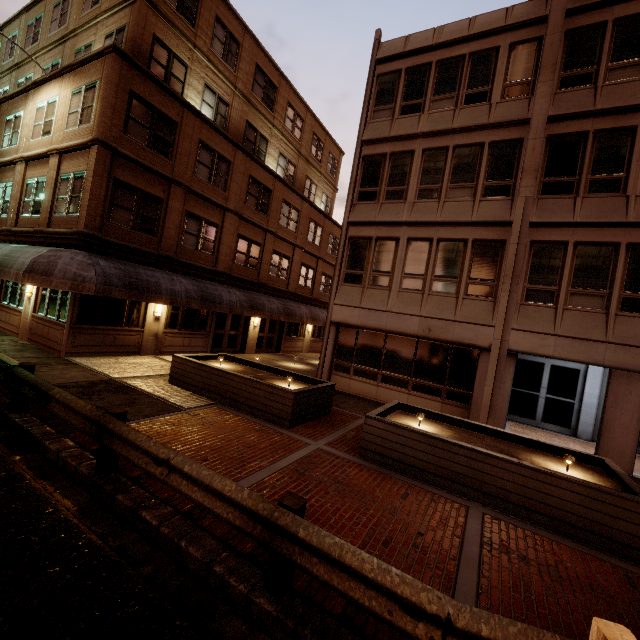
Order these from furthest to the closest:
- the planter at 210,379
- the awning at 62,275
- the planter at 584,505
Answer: the awning at 62,275, the planter at 210,379, the planter at 584,505

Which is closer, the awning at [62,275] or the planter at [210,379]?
the planter at [210,379]

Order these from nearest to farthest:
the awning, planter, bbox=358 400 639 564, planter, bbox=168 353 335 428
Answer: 1. planter, bbox=358 400 639 564
2. planter, bbox=168 353 335 428
3. the awning

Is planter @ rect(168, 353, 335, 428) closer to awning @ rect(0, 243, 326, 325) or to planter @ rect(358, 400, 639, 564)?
planter @ rect(358, 400, 639, 564)

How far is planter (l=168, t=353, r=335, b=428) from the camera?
8.66m

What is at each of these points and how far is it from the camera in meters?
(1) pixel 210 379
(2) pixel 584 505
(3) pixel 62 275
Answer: (1) planter, 9.9 m
(2) planter, 5.5 m
(3) awning, 10.7 m
